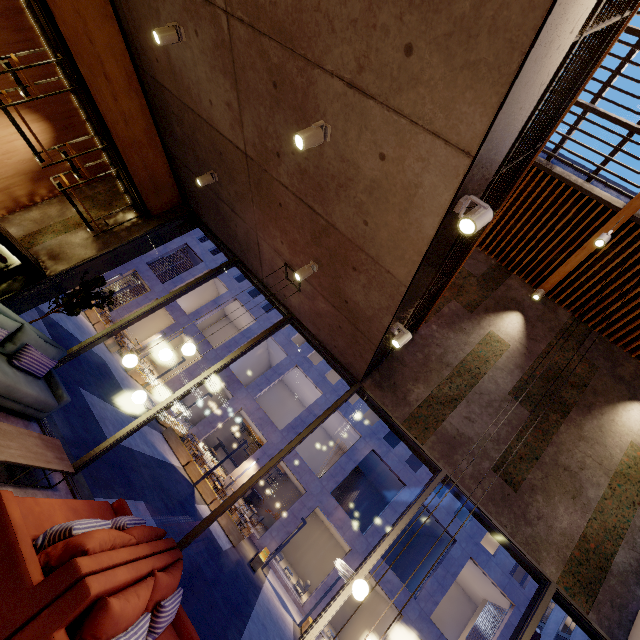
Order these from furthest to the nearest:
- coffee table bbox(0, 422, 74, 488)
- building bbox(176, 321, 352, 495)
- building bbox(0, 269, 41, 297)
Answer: building bbox(176, 321, 352, 495) → building bbox(0, 269, 41, 297) → coffee table bbox(0, 422, 74, 488)

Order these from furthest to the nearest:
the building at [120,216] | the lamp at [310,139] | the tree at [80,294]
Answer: the building at [120,216]
the tree at [80,294]
the lamp at [310,139]

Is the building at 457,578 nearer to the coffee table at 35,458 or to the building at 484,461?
the building at 484,461

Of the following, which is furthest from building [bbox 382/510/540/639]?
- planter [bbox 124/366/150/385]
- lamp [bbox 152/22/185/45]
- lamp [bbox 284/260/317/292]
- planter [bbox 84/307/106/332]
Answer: lamp [bbox 152/22/185/45]

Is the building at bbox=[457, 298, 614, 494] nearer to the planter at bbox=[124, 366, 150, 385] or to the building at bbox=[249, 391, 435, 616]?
the planter at bbox=[124, 366, 150, 385]

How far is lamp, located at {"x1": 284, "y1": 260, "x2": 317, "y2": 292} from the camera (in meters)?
4.64

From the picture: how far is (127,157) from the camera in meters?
6.6 m

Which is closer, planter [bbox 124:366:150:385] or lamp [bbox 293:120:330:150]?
lamp [bbox 293:120:330:150]
